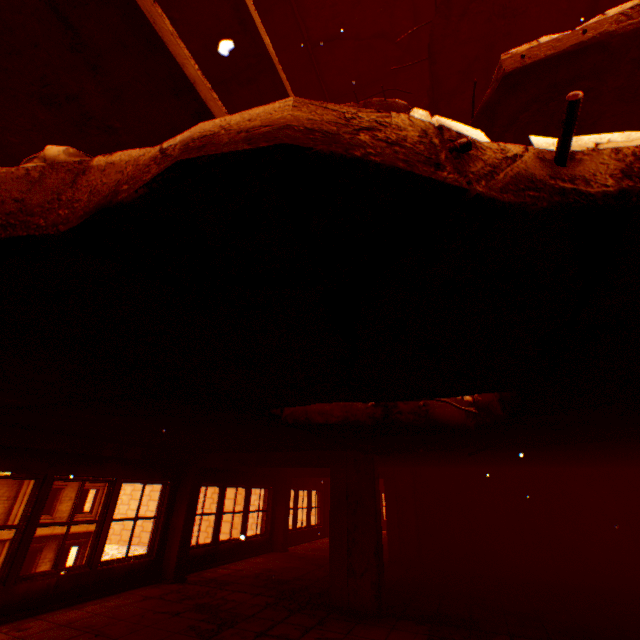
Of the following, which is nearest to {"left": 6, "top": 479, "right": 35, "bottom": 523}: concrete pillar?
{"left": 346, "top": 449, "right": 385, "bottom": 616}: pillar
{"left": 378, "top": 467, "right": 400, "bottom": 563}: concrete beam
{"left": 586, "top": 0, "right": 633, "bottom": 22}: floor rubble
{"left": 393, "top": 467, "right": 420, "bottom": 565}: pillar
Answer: {"left": 378, "top": 467, "right": 400, "bottom": 563}: concrete beam

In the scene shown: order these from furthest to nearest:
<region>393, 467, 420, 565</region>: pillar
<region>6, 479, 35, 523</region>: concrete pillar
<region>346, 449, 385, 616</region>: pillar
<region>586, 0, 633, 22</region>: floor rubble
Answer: <region>6, 479, 35, 523</region>: concrete pillar, <region>393, 467, 420, 565</region>: pillar, <region>346, 449, 385, 616</region>: pillar, <region>586, 0, 633, 22</region>: floor rubble

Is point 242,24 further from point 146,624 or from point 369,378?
point 146,624

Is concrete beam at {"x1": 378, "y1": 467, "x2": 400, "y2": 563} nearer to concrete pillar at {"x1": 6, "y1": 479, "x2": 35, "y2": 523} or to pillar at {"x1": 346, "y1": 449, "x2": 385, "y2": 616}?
pillar at {"x1": 346, "y1": 449, "x2": 385, "y2": 616}

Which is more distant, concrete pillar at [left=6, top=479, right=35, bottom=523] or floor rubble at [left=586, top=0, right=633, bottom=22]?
concrete pillar at [left=6, top=479, right=35, bottom=523]

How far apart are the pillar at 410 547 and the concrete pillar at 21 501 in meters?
20.4 m

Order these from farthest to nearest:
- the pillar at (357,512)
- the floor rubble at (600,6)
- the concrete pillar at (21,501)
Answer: the concrete pillar at (21,501) < the pillar at (357,512) < the floor rubble at (600,6)
